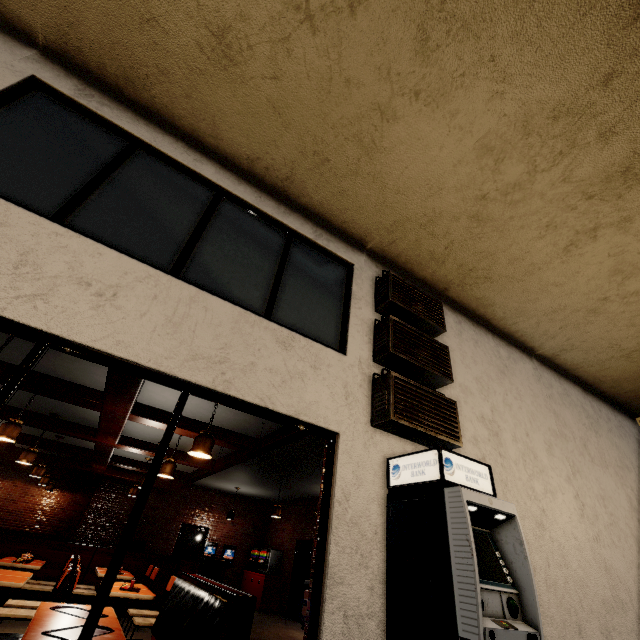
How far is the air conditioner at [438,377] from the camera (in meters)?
3.89

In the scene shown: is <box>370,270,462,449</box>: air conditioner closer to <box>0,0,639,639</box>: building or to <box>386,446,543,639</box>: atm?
<box>0,0,639,639</box>: building

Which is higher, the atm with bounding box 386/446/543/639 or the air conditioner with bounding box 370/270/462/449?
the air conditioner with bounding box 370/270/462/449

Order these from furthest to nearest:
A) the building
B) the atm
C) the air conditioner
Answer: the air conditioner < the building < the atm

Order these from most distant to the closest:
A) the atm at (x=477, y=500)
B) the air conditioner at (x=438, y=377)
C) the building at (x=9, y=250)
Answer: the air conditioner at (x=438, y=377)
the building at (x=9, y=250)
the atm at (x=477, y=500)

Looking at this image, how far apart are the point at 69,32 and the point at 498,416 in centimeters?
801cm

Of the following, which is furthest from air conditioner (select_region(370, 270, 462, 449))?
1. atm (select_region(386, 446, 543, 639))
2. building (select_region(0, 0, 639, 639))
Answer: atm (select_region(386, 446, 543, 639))
